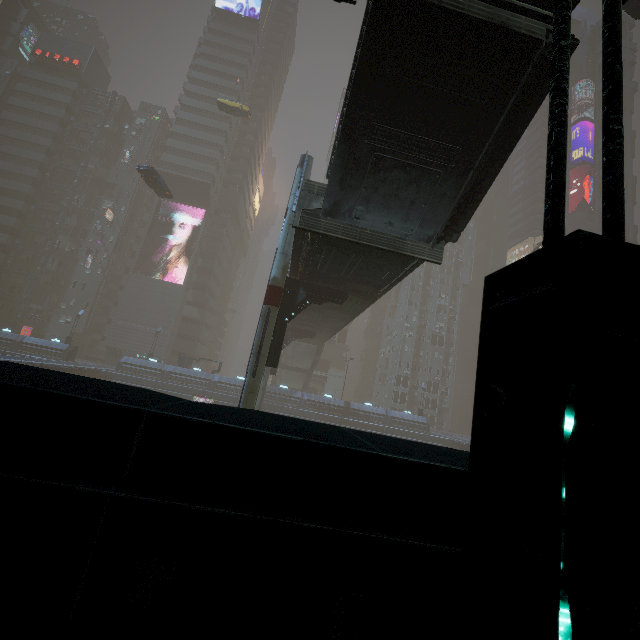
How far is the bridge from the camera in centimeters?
1300cm

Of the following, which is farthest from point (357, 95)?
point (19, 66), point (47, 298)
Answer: point (19, 66)

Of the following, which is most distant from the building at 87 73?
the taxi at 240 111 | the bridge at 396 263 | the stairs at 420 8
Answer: the taxi at 240 111

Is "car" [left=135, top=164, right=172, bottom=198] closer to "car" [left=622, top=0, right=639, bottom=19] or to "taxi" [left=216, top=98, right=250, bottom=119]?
"car" [left=622, top=0, right=639, bottom=19]

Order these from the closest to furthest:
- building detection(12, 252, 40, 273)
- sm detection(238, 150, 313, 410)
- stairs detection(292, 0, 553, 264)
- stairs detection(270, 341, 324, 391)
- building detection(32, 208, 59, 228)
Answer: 1. stairs detection(292, 0, 553, 264)
2. sm detection(238, 150, 313, 410)
3. stairs detection(270, 341, 324, 391)
4. building detection(12, 252, 40, 273)
5. building detection(32, 208, 59, 228)

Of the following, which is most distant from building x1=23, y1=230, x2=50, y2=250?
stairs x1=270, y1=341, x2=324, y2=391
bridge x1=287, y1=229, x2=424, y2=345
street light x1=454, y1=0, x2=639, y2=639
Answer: bridge x1=287, y1=229, x2=424, y2=345

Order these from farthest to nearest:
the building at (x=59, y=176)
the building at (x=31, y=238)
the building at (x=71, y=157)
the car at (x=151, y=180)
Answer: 1. the building at (x=71, y=157)
2. the building at (x=59, y=176)
3. the building at (x=31, y=238)
4. the car at (x=151, y=180)

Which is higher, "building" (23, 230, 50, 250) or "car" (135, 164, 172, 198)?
"car" (135, 164, 172, 198)
